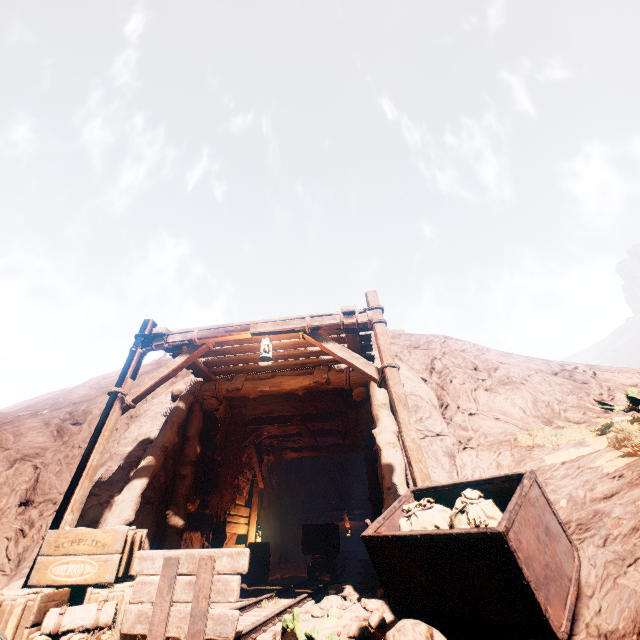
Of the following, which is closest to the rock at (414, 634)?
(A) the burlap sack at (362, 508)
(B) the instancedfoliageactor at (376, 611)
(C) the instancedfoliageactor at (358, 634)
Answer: (C) the instancedfoliageactor at (358, 634)

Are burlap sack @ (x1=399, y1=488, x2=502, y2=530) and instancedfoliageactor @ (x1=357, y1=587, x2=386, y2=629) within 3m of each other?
yes

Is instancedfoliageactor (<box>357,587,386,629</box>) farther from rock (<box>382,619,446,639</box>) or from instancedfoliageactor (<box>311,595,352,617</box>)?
rock (<box>382,619,446,639</box>)

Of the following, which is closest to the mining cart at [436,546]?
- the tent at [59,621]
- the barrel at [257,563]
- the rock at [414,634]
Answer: the rock at [414,634]

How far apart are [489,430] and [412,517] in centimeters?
381cm

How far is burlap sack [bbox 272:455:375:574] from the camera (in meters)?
14.71

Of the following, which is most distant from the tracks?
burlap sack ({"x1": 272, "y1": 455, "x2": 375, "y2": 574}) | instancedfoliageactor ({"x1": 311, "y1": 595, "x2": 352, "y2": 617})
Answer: instancedfoliageactor ({"x1": 311, "y1": 595, "x2": 352, "y2": 617})

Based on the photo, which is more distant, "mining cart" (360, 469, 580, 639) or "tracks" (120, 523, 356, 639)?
"tracks" (120, 523, 356, 639)
